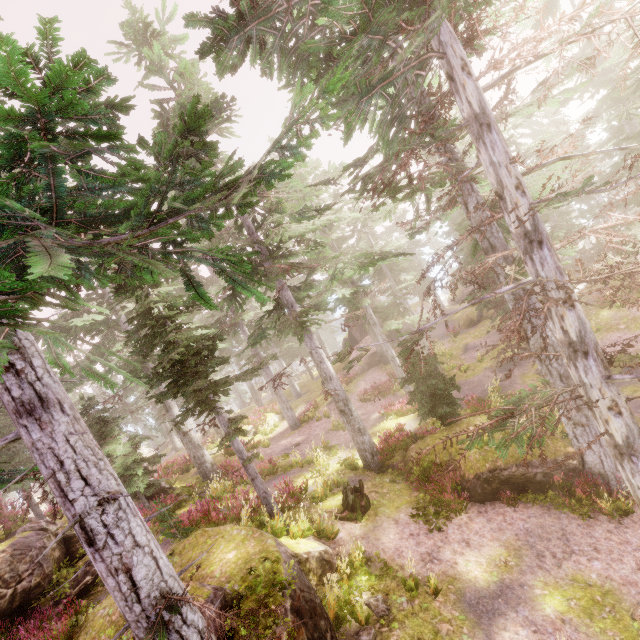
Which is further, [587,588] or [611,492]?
[611,492]

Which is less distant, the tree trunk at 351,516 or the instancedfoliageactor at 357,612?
the instancedfoliageactor at 357,612

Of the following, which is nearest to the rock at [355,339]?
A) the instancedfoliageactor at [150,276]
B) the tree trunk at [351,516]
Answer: the instancedfoliageactor at [150,276]

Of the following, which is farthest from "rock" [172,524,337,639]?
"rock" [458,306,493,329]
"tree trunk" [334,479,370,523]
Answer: "rock" [458,306,493,329]

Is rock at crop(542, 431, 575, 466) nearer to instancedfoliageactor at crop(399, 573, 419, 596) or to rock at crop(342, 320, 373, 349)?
instancedfoliageactor at crop(399, 573, 419, 596)

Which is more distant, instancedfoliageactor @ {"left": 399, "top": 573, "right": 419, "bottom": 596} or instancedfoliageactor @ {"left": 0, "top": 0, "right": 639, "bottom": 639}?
instancedfoliageactor @ {"left": 399, "top": 573, "right": 419, "bottom": 596}

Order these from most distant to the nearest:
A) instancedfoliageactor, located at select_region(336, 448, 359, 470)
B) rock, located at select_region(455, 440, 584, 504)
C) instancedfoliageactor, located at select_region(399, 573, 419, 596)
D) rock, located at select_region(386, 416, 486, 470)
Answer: instancedfoliageactor, located at select_region(336, 448, 359, 470)
rock, located at select_region(386, 416, 486, 470)
rock, located at select_region(455, 440, 584, 504)
instancedfoliageactor, located at select_region(399, 573, 419, 596)

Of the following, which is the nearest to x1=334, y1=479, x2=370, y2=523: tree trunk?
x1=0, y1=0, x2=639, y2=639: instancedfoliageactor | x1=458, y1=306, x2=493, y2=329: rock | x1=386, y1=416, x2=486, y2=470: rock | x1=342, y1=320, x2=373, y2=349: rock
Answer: x1=0, y1=0, x2=639, y2=639: instancedfoliageactor
